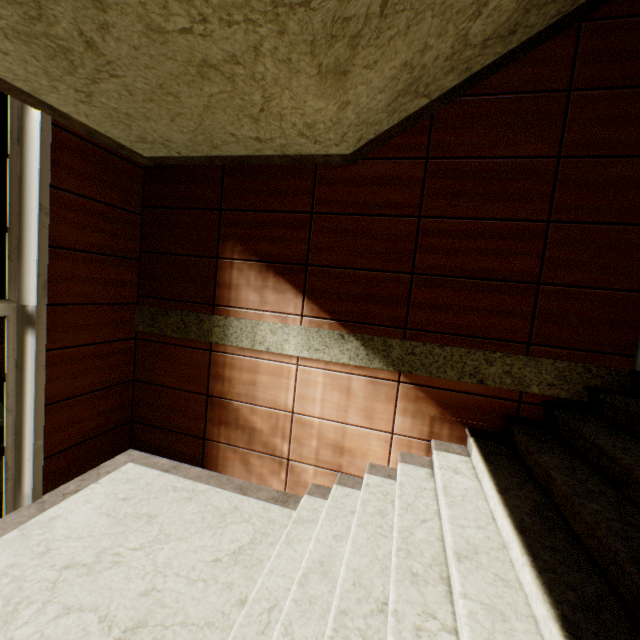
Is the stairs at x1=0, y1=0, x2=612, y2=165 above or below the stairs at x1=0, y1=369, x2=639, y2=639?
above

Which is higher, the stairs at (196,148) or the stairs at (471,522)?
the stairs at (196,148)

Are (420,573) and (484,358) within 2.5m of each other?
yes
